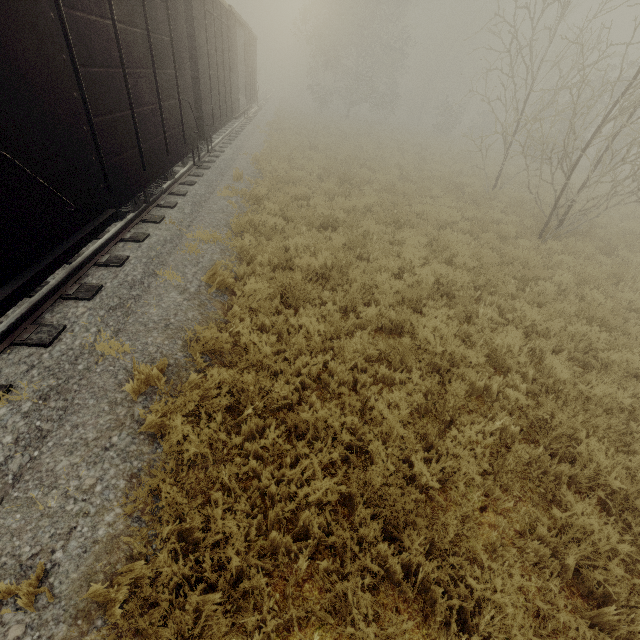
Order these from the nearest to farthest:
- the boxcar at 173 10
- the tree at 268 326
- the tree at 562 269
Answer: the boxcar at 173 10, the tree at 268 326, the tree at 562 269

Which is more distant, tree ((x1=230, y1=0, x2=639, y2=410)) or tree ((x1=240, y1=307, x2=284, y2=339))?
tree ((x1=230, y1=0, x2=639, y2=410))

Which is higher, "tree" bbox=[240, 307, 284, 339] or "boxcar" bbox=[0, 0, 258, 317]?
"boxcar" bbox=[0, 0, 258, 317]

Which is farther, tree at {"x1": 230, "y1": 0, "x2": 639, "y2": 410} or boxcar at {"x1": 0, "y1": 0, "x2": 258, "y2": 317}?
tree at {"x1": 230, "y1": 0, "x2": 639, "y2": 410}

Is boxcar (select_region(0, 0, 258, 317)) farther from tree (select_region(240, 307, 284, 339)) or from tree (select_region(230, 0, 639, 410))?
tree (select_region(230, 0, 639, 410))

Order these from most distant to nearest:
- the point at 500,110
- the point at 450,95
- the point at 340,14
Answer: the point at 450,95, the point at 500,110, the point at 340,14

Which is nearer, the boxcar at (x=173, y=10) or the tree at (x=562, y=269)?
the boxcar at (x=173, y=10)
